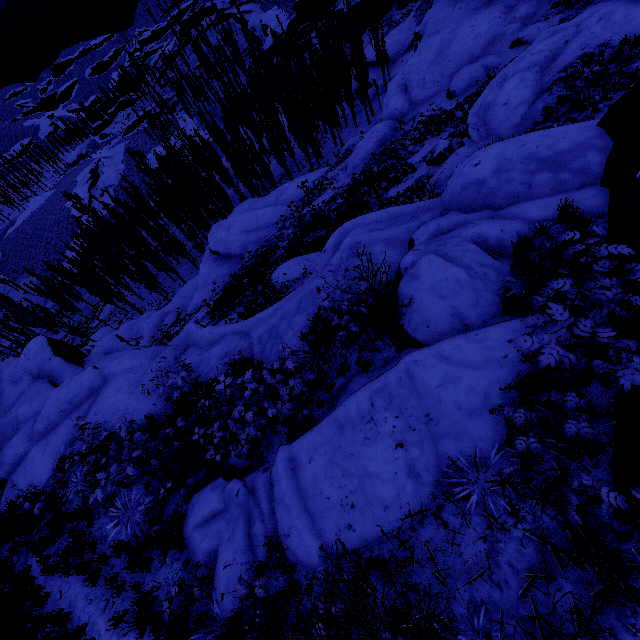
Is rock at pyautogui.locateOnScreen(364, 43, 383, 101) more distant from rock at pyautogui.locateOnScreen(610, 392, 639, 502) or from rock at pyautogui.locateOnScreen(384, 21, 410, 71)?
rock at pyautogui.locateOnScreen(610, 392, 639, 502)

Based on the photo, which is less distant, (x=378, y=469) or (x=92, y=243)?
(x=378, y=469)

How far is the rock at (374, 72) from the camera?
46.3m

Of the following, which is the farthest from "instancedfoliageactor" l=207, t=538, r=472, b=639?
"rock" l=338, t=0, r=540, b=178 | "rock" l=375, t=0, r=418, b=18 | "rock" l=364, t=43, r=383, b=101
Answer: "rock" l=338, t=0, r=540, b=178

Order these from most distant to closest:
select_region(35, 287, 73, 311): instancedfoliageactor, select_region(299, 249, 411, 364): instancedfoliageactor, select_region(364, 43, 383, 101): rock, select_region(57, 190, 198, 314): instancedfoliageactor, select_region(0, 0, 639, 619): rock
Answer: select_region(35, 287, 73, 311): instancedfoliageactor, select_region(364, 43, 383, 101): rock, select_region(57, 190, 198, 314): instancedfoliageactor, select_region(299, 249, 411, 364): instancedfoliageactor, select_region(0, 0, 639, 619): rock

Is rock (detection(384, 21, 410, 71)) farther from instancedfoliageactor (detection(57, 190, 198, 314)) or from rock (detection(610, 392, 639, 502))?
rock (detection(610, 392, 639, 502))

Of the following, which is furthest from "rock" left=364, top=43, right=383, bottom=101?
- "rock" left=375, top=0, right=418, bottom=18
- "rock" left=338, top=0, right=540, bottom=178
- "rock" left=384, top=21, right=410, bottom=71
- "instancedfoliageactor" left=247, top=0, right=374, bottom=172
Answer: "rock" left=338, top=0, right=540, bottom=178

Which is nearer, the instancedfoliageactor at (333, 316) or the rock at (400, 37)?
the instancedfoliageactor at (333, 316)
